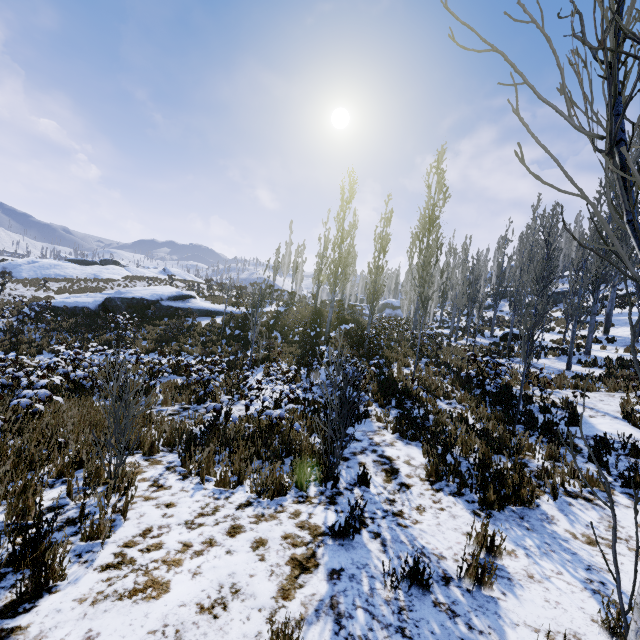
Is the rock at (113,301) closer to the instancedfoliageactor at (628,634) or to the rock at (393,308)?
the instancedfoliageactor at (628,634)

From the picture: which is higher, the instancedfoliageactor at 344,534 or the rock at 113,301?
the rock at 113,301

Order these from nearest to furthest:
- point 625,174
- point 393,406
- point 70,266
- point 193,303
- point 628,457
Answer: point 625,174 → point 628,457 → point 393,406 → point 193,303 → point 70,266

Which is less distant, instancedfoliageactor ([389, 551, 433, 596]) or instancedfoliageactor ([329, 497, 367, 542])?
instancedfoliageactor ([389, 551, 433, 596])

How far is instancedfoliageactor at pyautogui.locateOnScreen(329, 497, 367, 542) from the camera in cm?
355

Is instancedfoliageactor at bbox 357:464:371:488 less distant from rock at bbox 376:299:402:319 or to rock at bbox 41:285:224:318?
rock at bbox 376:299:402:319

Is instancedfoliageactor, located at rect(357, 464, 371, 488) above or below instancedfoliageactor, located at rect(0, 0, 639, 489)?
above
